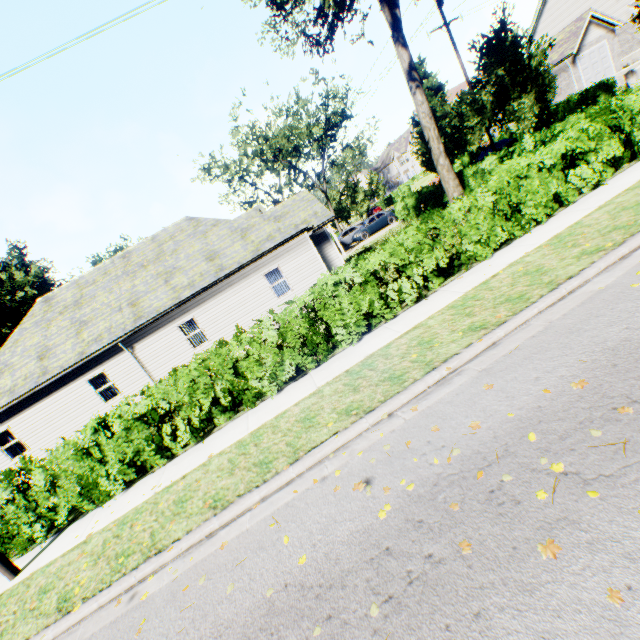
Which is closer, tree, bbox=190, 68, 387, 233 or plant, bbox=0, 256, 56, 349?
tree, bbox=190, 68, 387, 233

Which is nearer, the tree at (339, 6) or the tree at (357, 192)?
the tree at (339, 6)

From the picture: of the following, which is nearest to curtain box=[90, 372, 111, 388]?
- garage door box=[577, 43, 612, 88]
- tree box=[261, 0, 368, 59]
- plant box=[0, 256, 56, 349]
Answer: tree box=[261, 0, 368, 59]

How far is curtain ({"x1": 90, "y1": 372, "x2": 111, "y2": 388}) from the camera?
16.01m

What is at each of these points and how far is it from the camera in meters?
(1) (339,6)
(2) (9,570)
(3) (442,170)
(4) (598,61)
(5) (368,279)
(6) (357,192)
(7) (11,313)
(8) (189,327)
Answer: (1) tree, 12.1 m
(2) power line pole, 6.5 m
(3) tree, 14.9 m
(4) garage door, 28.4 m
(5) hedge, 8.0 m
(6) tree, 39.2 m
(7) plant, 38.9 m
(8) curtain, 16.5 m

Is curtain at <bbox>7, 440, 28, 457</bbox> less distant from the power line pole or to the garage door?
the power line pole

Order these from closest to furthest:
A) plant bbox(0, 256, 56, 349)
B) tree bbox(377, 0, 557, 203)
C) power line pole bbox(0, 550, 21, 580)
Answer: power line pole bbox(0, 550, 21, 580)
tree bbox(377, 0, 557, 203)
plant bbox(0, 256, 56, 349)

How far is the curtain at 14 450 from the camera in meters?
15.7
